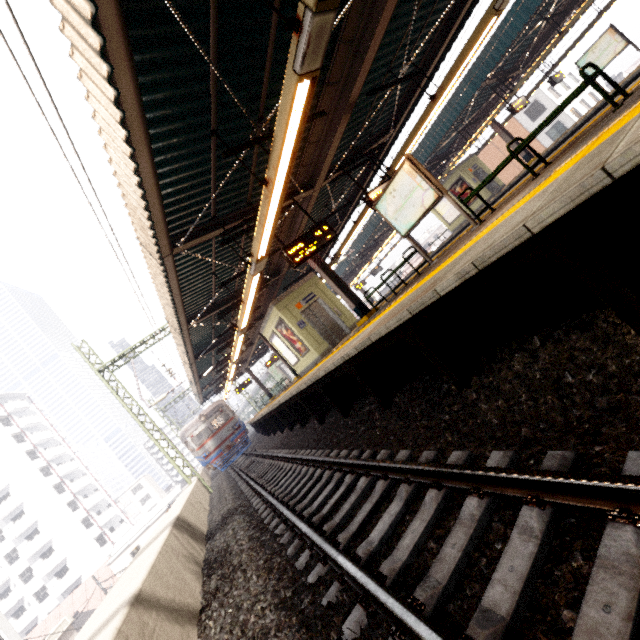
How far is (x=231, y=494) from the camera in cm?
1084

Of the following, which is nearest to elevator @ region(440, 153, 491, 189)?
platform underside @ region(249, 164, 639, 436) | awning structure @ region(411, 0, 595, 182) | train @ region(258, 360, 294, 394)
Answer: awning structure @ region(411, 0, 595, 182)

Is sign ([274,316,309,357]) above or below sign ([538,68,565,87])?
below

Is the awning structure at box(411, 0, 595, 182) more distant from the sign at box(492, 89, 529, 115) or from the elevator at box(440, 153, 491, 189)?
the elevator at box(440, 153, 491, 189)

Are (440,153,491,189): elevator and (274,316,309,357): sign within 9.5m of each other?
no

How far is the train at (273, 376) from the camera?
37.0 meters

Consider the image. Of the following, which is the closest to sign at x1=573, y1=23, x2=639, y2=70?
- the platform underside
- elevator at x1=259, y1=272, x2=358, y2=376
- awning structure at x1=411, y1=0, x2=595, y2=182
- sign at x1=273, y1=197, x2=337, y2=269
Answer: awning structure at x1=411, y1=0, x2=595, y2=182

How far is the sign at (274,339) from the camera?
14.1m
